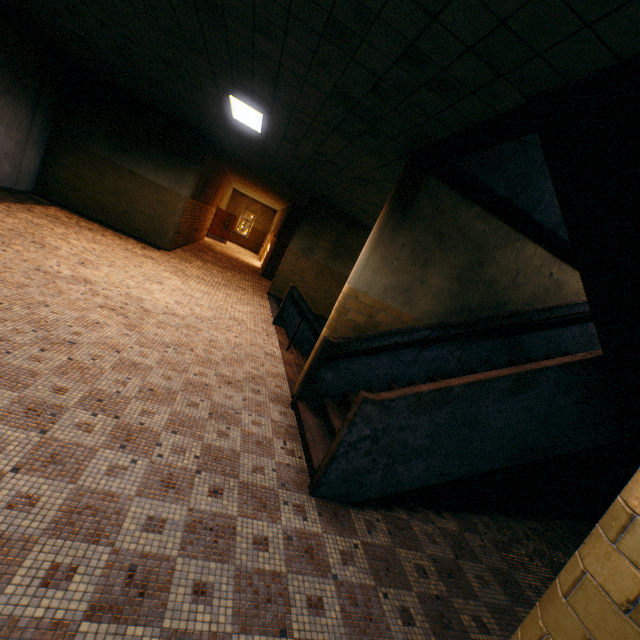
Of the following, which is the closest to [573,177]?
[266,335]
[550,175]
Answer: [550,175]

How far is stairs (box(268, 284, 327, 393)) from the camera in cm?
647

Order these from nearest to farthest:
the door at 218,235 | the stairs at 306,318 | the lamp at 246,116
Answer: the lamp at 246,116 → the stairs at 306,318 → the door at 218,235

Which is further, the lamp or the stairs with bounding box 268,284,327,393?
the stairs with bounding box 268,284,327,393

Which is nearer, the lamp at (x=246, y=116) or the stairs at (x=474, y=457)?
the stairs at (x=474, y=457)

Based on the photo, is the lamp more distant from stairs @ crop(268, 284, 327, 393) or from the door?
the door

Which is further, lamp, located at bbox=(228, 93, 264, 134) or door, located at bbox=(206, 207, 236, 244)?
door, located at bbox=(206, 207, 236, 244)

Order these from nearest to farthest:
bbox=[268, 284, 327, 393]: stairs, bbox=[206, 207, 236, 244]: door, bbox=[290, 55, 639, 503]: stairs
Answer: bbox=[290, 55, 639, 503]: stairs
bbox=[268, 284, 327, 393]: stairs
bbox=[206, 207, 236, 244]: door
